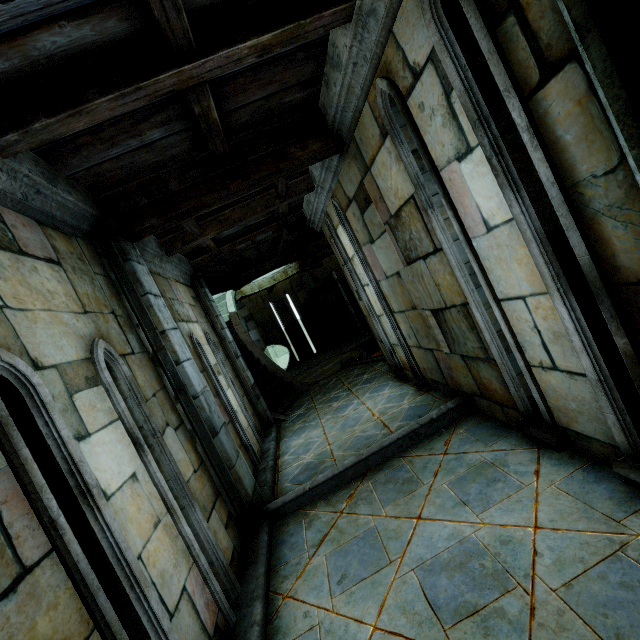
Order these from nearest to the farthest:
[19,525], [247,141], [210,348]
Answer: [19,525], [247,141], [210,348]
